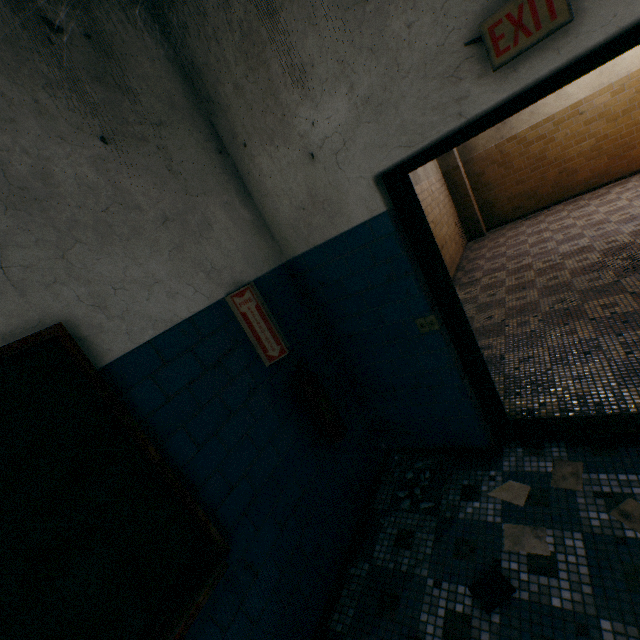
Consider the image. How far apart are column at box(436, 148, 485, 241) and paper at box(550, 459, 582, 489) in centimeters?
764cm

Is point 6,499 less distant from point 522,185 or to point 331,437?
point 331,437

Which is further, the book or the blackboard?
the book

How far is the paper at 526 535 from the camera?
1.78m

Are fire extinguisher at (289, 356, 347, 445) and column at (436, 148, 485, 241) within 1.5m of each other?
no

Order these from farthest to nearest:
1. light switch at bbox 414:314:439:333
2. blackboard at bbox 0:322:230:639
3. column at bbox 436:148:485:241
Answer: column at bbox 436:148:485:241 < light switch at bbox 414:314:439:333 < blackboard at bbox 0:322:230:639

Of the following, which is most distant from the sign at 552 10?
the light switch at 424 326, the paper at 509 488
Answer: the paper at 509 488

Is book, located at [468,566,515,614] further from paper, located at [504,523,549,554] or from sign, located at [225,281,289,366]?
sign, located at [225,281,289,366]
